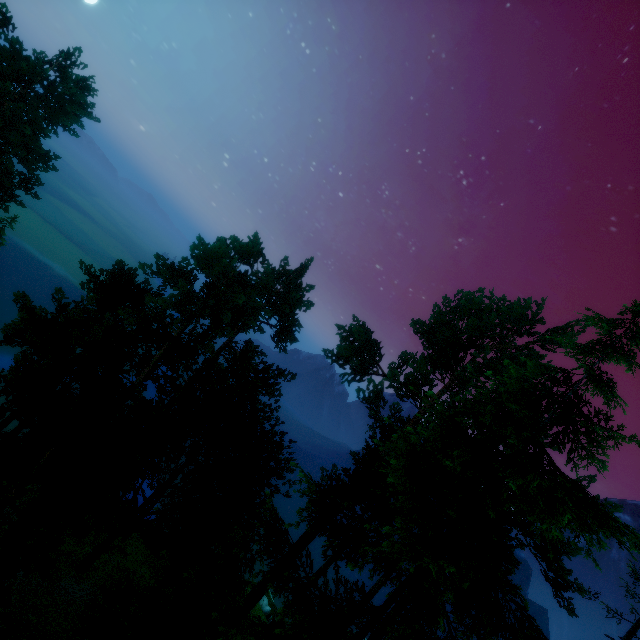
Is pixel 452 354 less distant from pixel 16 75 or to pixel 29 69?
pixel 29 69

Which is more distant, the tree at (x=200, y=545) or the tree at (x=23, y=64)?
the tree at (x=23, y=64)

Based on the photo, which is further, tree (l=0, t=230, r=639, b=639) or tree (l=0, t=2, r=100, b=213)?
tree (l=0, t=2, r=100, b=213)
